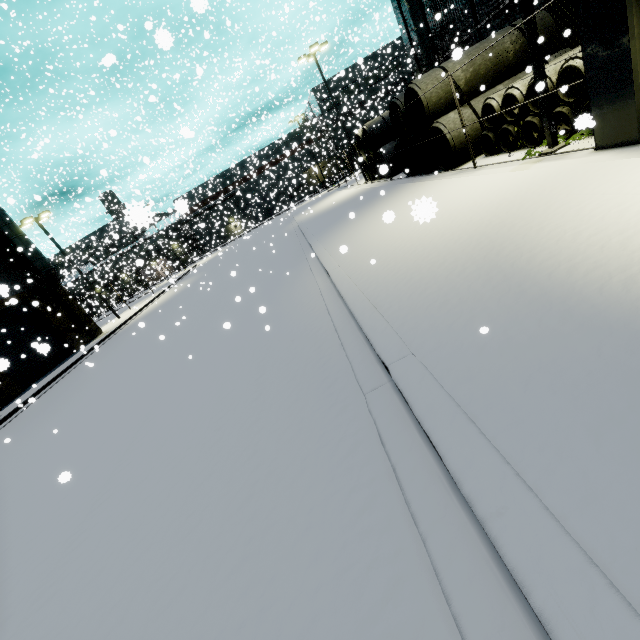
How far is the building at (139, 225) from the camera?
1.9 meters

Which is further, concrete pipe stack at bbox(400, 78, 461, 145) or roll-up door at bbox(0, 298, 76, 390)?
roll-up door at bbox(0, 298, 76, 390)

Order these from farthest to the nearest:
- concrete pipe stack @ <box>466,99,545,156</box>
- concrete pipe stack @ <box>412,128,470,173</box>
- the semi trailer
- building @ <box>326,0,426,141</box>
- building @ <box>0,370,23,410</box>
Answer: the semi trailer
building @ <box>326,0,426,141</box>
building @ <box>0,370,23,410</box>
concrete pipe stack @ <box>412,128,470,173</box>
concrete pipe stack @ <box>466,99,545,156</box>

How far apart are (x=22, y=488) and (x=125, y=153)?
38.7m

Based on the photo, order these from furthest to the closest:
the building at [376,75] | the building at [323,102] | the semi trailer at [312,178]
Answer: the building at [323,102] < the semi trailer at [312,178] < the building at [376,75]

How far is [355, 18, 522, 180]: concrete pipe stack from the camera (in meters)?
12.57

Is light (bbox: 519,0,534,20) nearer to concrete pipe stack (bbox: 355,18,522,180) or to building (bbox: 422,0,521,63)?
building (bbox: 422,0,521,63)
